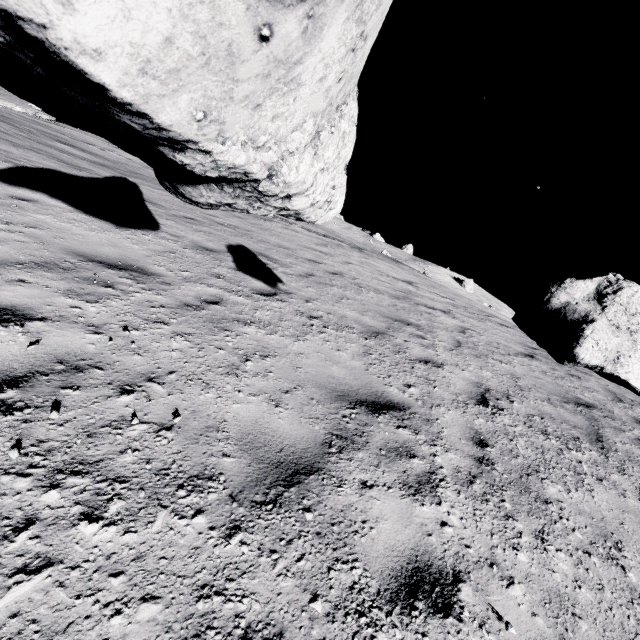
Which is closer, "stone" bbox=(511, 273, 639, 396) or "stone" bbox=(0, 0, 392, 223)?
"stone" bbox=(0, 0, 392, 223)

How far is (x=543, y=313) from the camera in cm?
225

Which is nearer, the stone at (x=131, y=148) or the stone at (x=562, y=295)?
the stone at (x=131, y=148)
